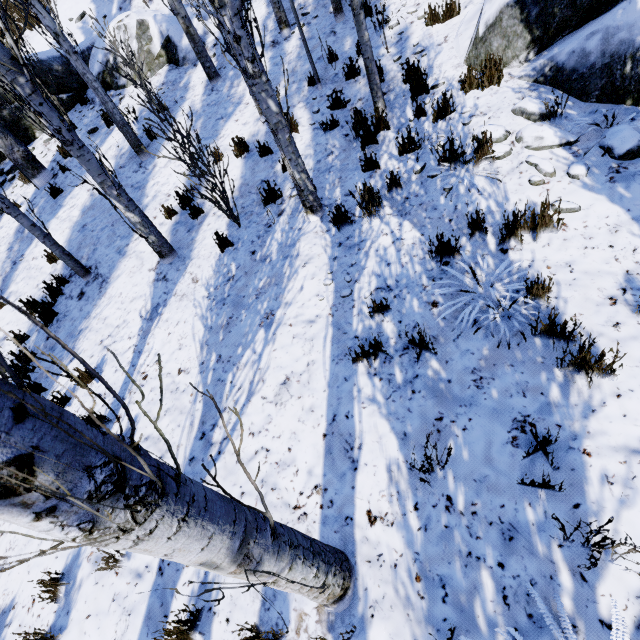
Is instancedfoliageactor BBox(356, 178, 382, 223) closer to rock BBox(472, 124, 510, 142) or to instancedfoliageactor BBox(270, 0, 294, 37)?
rock BBox(472, 124, 510, 142)

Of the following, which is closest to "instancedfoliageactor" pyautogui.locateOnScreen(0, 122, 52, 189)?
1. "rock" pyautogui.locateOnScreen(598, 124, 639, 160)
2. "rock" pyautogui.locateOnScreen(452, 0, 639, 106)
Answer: "rock" pyautogui.locateOnScreen(452, 0, 639, 106)

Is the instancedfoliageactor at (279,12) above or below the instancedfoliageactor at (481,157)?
above

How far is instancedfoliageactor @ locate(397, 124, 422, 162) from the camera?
4.7 meters

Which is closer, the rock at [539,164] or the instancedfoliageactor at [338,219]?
the rock at [539,164]

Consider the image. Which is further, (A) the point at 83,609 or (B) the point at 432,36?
(B) the point at 432,36

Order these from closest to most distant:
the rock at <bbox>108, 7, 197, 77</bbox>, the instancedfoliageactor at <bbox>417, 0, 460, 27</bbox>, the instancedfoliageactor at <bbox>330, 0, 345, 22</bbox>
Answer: the instancedfoliageactor at <bbox>417, 0, 460, 27</bbox> → the instancedfoliageactor at <bbox>330, 0, 345, 22</bbox> → the rock at <bbox>108, 7, 197, 77</bbox>
